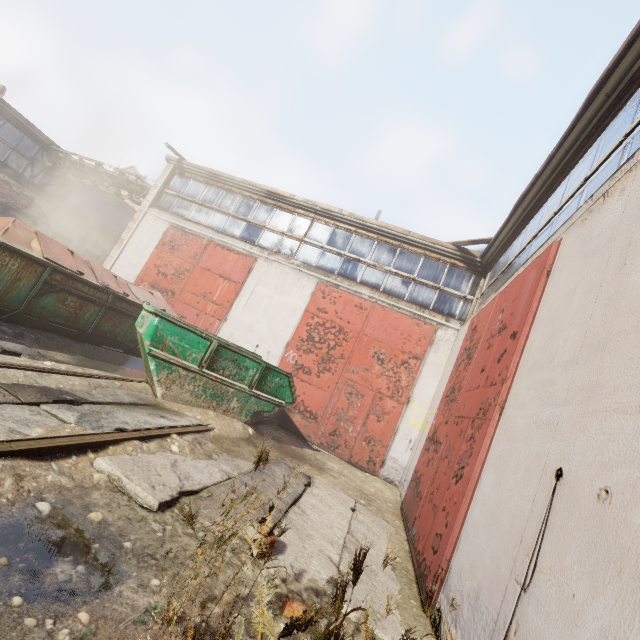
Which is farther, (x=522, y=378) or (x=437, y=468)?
(x=437, y=468)

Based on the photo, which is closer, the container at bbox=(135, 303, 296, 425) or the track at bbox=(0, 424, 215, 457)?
the track at bbox=(0, 424, 215, 457)

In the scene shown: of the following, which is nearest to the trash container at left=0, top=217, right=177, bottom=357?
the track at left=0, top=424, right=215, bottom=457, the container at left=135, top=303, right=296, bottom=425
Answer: the container at left=135, top=303, right=296, bottom=425

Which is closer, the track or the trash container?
the track

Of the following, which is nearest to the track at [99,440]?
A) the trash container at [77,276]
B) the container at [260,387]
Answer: the container at [260,387]
